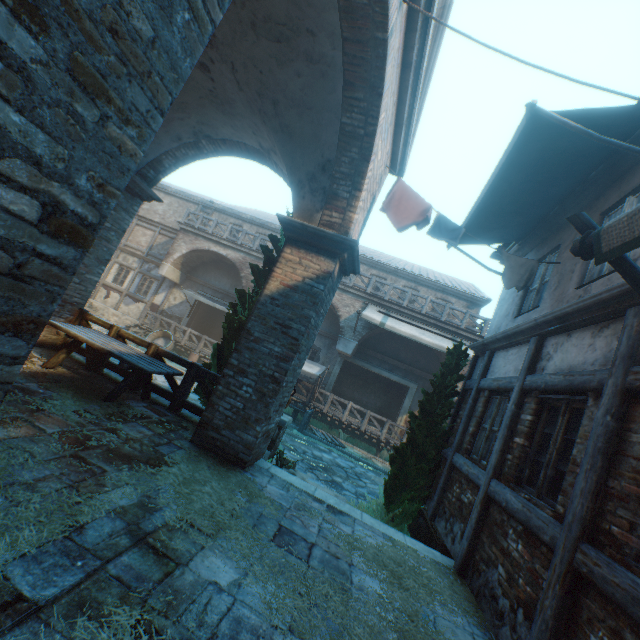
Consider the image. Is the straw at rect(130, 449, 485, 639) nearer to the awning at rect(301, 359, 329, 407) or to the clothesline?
the clothesline

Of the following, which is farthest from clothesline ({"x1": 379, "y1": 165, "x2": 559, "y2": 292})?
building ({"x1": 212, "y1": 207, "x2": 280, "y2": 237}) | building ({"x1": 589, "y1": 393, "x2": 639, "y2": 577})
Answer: building ({"x1": 212, "y1": 207, "x2": 280, "y2": 237})

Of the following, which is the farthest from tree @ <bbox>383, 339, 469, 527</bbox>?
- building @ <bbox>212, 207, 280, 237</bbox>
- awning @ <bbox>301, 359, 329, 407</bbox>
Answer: building @ <bbox>212, 207, 280, 237</bbox>

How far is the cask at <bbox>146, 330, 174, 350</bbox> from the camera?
17.23m

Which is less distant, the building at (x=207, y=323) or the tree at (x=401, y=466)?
the tree at (x=401, y=466)

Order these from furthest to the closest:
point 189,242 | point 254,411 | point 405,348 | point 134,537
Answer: point 189,242 < point 405,348 < point 254,411 < point 134,537

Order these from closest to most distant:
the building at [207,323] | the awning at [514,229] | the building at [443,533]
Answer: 1. the awning at [514,229]
2. the building at [443,533]
3. the building at [207,323]

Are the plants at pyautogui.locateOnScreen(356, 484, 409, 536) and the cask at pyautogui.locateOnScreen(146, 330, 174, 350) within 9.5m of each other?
no
